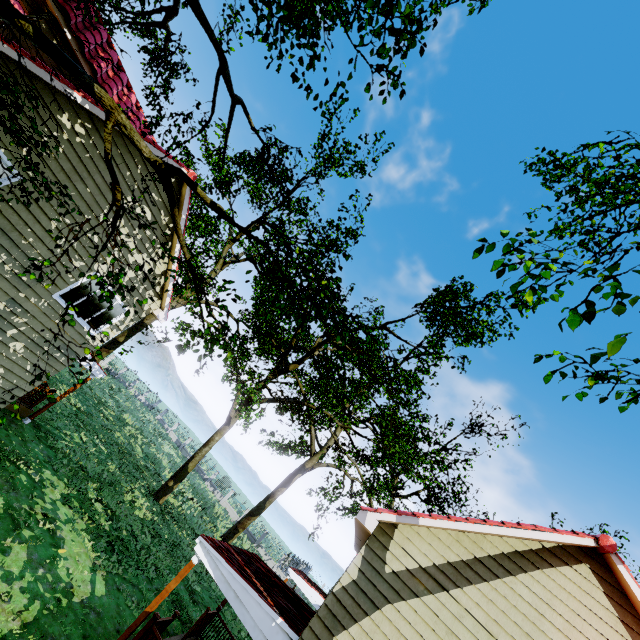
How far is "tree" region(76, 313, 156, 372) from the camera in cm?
514

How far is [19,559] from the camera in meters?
7.7

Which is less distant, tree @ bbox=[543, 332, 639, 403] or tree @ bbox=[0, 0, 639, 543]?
tree @ bbox=[543, 332, 639, 403]

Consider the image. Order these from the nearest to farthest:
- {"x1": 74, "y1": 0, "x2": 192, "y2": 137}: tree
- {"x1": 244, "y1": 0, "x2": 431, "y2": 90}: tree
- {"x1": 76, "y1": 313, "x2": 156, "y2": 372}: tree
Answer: {"x1": 244, "y1": 0, "x2": 431, "y2": 90}: tree, {"x1": 76, "y1": 313, "x2": 156, "y2": 372}: tree, {"x1": 74, "y1": 0, "x2": 192, "y2": 137}: tree

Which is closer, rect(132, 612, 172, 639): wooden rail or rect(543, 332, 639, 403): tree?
rect(543, 332, 639, 403): tree

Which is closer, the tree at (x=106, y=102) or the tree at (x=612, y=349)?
the tree at (x=612, y=349)

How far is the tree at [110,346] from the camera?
5.1m

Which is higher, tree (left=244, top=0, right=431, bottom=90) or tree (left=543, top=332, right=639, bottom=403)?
tree (left=244, top=0, right=431, bottom=90)
